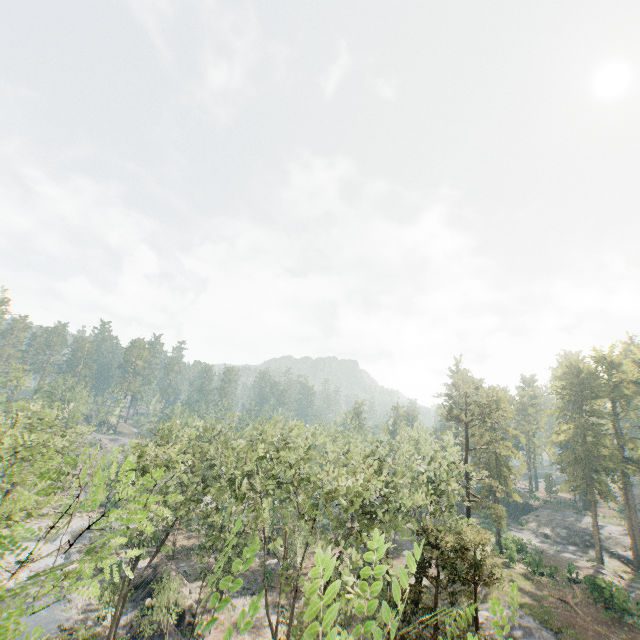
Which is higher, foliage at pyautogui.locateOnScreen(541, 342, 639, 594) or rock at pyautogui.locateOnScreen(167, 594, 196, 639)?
foliage at pyautogui.locateOnScreen(541, 342, 639, 594)

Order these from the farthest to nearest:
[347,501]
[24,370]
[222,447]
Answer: [24,370] < [222,447] < [347,501]

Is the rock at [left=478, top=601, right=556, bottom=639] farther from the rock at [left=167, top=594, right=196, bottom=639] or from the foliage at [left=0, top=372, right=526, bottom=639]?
the rock at [left=167, top=594, right=196, bottom=639]

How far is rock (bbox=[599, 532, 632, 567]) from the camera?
48.7 meters

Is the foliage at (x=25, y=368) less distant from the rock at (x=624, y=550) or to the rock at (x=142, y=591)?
the rock at (x=624, y=550)

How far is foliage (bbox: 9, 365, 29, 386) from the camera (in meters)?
44.82

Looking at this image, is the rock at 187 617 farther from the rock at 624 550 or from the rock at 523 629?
the rock at 624 550
